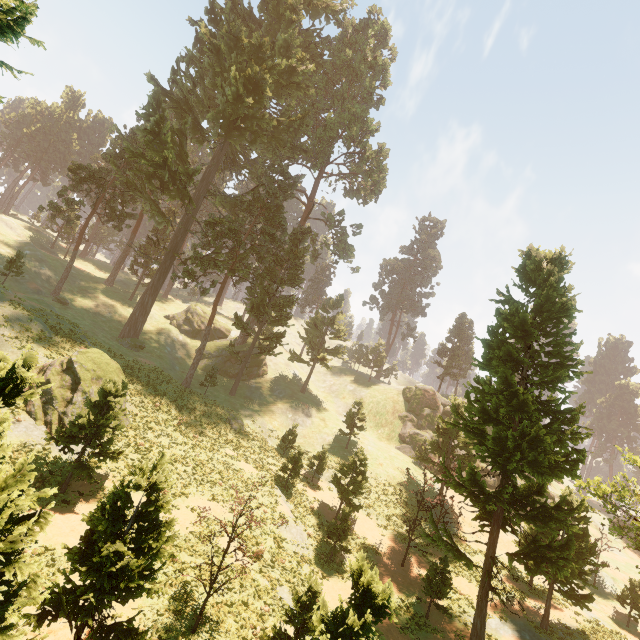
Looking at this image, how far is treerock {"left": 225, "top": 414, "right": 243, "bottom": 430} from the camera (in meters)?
32.94

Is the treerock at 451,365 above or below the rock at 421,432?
above

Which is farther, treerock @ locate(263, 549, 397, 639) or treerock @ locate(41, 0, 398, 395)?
treerock @ locate(41, 0, 398, 395)

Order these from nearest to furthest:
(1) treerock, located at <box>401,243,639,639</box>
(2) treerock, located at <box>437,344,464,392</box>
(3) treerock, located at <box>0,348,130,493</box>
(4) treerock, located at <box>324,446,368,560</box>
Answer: (3) treerock, located at <box>0,348,130,493</box> < (1) treerock, located at <box>401,243,639,639</box> < (4) treerock, located at <box>324,446,368,560</box> < (2) treerock, located at <box>437,344,464,392</box>

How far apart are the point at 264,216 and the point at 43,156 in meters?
50.2 m
